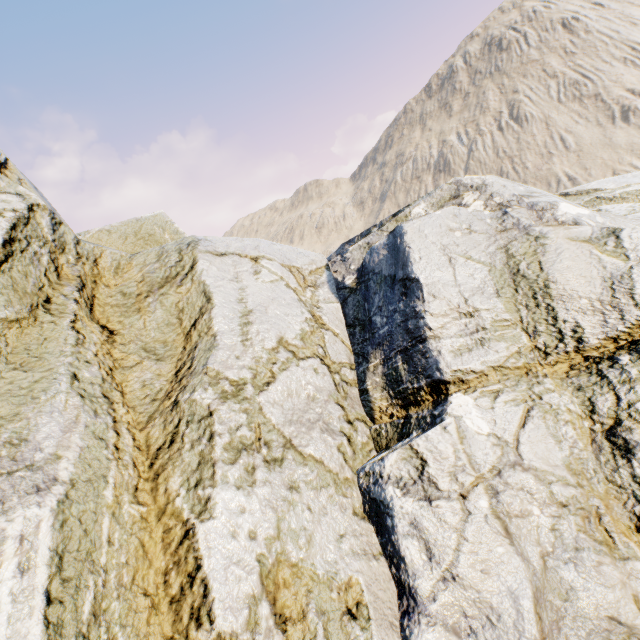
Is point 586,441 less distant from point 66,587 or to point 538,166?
point 66,587
